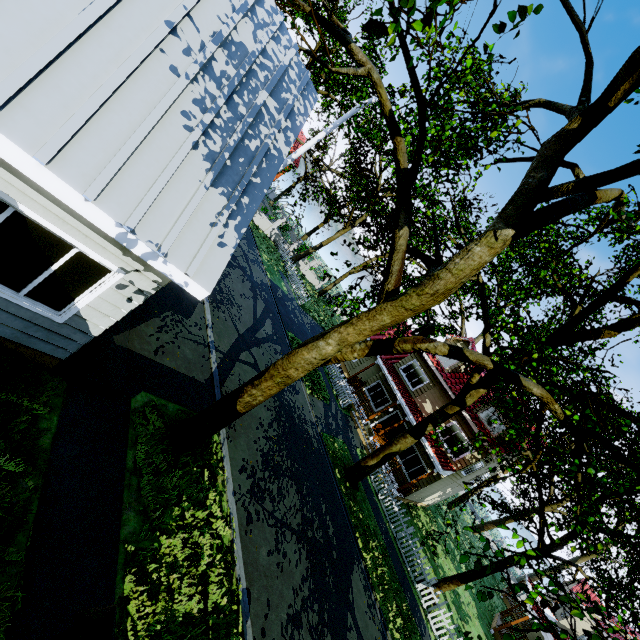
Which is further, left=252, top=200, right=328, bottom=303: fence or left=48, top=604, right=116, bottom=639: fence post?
left=252, top=200, right=328, bottom=303: fence

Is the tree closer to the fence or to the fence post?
the fence

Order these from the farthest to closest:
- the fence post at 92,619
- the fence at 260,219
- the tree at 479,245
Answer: the fence at 260,219
the tree at 479,245
the fence post at 92,619

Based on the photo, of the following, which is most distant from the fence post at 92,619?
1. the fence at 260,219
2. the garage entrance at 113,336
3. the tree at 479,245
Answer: the fence at 260,219

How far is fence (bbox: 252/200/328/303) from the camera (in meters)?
28.70

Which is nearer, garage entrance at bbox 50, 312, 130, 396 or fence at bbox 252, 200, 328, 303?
garage entrance at bbox 50, 312, 130, 396

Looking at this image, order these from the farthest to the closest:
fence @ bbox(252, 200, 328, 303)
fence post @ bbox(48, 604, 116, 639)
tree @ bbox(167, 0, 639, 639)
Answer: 1. fence @ bbox(252, 200, 328, 303)
2. tree @ bbox(167, 0, 639, 639)
3. fence post @ bbox(48, 604, 116, 639)

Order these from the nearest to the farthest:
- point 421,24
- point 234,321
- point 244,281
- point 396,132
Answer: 1. point 421,24
2. point 396,132
3. point 234,321
4. point 244,281
